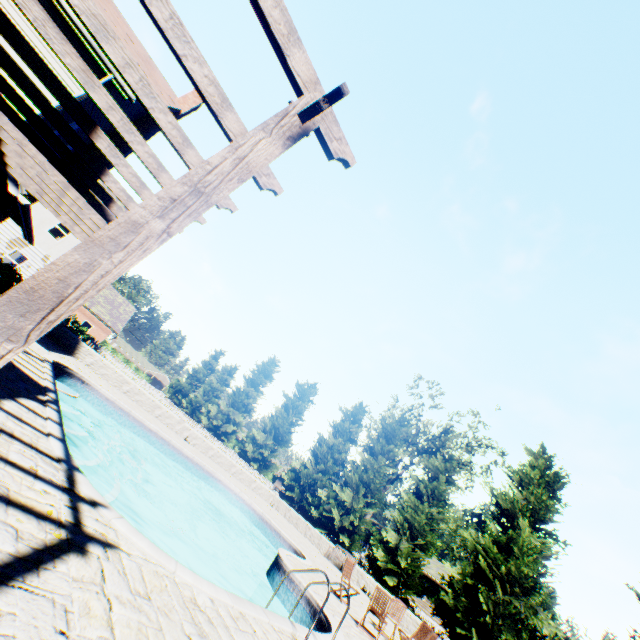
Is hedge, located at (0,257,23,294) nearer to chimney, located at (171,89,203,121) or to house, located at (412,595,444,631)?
chimney, located at (171,89,203,121)

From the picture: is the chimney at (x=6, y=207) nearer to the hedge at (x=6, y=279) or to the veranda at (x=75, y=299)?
the veranda at (x=75, y=299)

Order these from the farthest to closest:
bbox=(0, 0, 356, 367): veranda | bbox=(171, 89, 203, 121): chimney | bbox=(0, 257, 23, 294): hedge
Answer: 1. bbox=(0, 257, 23, 294): hedge
2. bbox=(171, 89, 203, 121): chimney
3. bbox=(0, 0, 356, 367): veranda

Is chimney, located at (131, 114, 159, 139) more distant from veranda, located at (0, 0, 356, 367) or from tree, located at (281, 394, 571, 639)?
tree, located at (281, 394, 571, 639)

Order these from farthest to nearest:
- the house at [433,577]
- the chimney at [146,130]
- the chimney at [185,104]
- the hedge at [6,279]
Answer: the house at [433,577] < the hedge at [6,279] < the chimney at [185,104] < the chimney at [146,130]

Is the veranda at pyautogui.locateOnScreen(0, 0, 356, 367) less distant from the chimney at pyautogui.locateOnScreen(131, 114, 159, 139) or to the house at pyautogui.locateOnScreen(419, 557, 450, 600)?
the chimney at pyautogui.locateOnScreen(131, 114, 159, 139)

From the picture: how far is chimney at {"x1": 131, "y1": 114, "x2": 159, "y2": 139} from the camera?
13.6 meters

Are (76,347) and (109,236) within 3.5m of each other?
no
